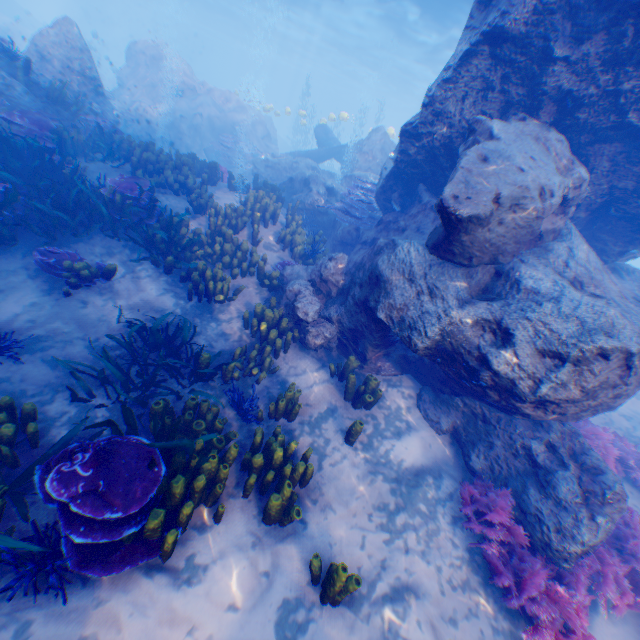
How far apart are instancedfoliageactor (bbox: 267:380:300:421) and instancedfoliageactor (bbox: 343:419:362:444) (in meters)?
0.87

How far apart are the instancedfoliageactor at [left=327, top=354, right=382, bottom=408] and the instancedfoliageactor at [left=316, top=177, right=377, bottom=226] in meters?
5.6 m

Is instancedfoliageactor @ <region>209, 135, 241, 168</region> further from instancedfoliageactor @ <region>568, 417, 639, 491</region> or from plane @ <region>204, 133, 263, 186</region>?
instancedfoliageactor @ <region>568, 417, 639, 491</region>

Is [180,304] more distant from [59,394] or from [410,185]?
[410,185]

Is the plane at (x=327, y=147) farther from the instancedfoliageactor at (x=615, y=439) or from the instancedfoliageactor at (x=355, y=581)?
the instancedfoliageactor at (x=355, y=581)

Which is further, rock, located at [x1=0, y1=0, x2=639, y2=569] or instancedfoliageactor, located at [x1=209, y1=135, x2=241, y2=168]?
instancedfoliageactor, located at [x1=209, y1=135, x2=241, y2=168]

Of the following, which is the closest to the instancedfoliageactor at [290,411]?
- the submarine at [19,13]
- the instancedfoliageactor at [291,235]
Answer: the instancedfoliageactor at [291,235]

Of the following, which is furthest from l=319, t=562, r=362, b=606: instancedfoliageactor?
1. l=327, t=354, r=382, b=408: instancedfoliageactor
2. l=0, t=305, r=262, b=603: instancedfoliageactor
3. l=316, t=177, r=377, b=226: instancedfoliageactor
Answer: l=316, t=177, r=377, b=226: instancedfoliageactor
